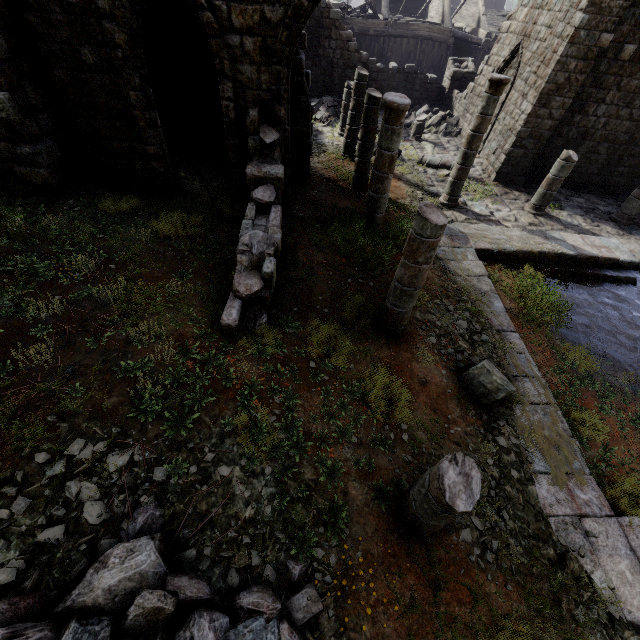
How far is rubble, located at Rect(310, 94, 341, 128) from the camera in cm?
1755

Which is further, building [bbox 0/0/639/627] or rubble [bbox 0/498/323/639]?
building [bbox 0/0/639/627]

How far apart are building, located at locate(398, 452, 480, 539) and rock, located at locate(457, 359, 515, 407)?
2.1 meters

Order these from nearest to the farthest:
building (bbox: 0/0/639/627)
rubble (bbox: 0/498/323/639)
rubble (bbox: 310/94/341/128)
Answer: rubble (bbox: 0/498/323/639), building (bbox: 0/0/639/627), rubble (bbox: 310/94/341/128)

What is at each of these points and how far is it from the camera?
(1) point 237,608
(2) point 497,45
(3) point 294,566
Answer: (1) rubble, 3.15m
(2) building, 14.95m
(3) rubble, 3.57m

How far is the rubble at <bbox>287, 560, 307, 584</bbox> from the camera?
3.5 meters

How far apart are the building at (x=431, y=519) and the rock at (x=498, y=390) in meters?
2.1 m

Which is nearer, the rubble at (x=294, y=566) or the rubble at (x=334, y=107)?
the rubble at (x=294, y=566)
